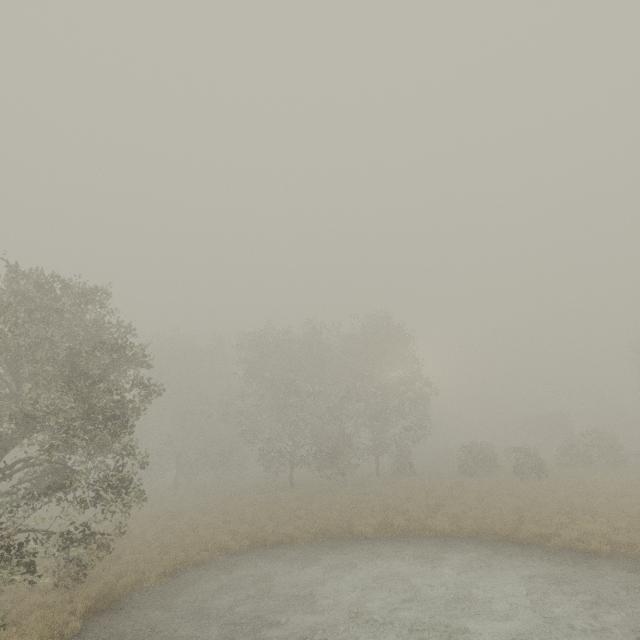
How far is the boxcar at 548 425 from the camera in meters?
47.4 m

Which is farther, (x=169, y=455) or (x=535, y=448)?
(x=169, y=455)

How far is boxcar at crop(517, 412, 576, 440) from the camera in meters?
47.4
